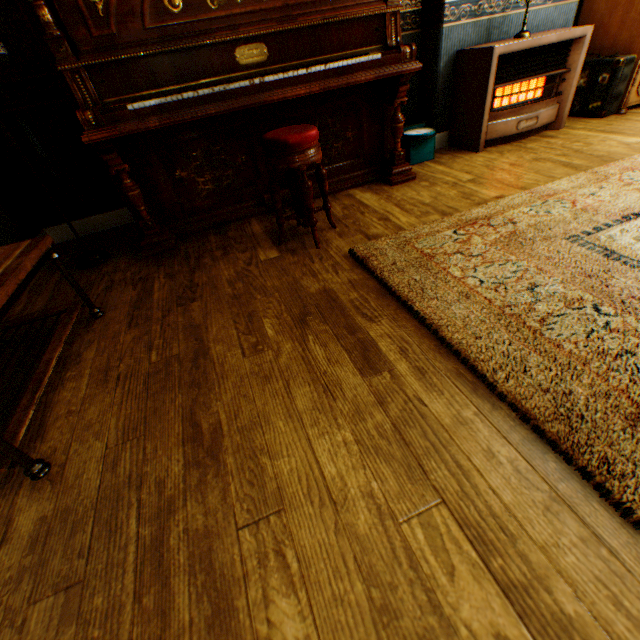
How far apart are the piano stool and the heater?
2.1m

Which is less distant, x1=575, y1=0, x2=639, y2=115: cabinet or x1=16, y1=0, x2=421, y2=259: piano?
x1=16, y1=0, x2=421, y2=259: piano

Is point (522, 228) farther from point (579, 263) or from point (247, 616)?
point (247, 616)

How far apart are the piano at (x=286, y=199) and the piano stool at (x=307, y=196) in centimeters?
32cm

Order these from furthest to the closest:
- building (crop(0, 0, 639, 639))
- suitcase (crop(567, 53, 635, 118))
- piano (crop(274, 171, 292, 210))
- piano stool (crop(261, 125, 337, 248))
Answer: suitcase (crop(567, 53, 635, 118)) → piano (crop(274, 171, 292, 210)) → piano stool (crop(261, 125, 337, 248)) → building (crop(0, 0, 639, 639))

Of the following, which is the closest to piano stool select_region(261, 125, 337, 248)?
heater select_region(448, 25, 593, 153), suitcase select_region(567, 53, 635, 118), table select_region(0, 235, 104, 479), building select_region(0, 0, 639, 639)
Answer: building select_region(0, 0, 639, 639)

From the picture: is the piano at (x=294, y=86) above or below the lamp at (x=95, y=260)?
above

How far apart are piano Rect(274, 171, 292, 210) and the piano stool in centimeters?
32cm
